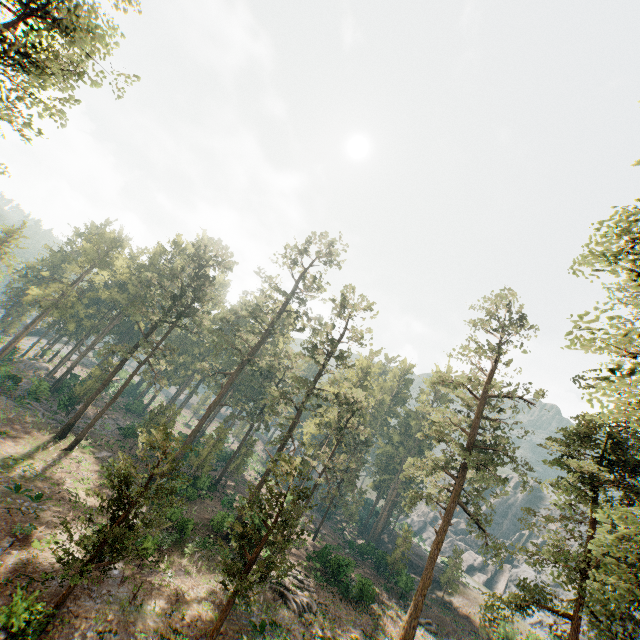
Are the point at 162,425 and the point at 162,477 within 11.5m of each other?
yes

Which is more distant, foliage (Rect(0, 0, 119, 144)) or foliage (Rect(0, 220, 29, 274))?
foliage (Rect(0, 220, 29, 274))

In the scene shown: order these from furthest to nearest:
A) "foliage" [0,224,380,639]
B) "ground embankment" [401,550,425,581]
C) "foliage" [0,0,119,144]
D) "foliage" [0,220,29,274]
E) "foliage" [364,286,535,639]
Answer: "ground embankment" [401,550,425,581] → "foliage" [0,220,29,274] → "foliage" [364,286,535,639] → "foliage" [0,224,380,639] → "foliage" [0,0,119,144]

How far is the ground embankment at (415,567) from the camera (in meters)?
50.38

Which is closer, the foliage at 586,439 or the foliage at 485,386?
the foliage at 586,439

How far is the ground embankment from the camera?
50.4 meters

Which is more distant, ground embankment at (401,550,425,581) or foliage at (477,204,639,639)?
ground embankment at (401,550,425,581)
